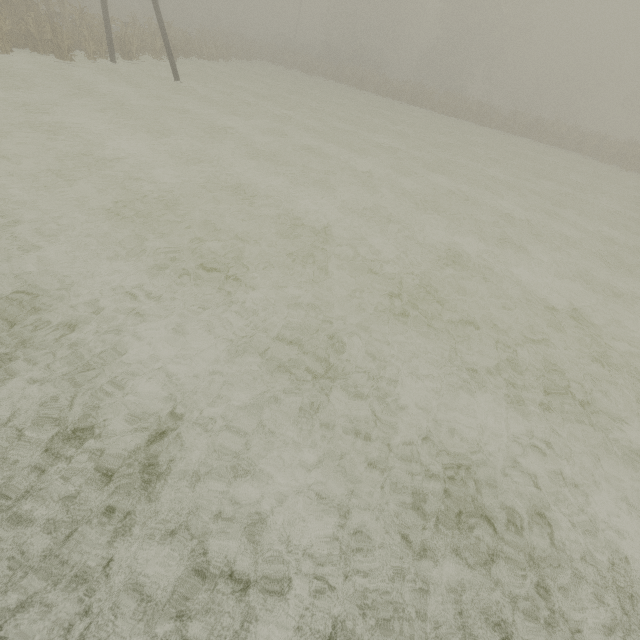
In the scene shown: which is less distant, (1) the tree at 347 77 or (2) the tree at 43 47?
(2) the tree at 43 47

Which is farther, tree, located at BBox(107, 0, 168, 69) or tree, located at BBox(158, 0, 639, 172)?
tree, located at BBox(158, 0, 639, 172)

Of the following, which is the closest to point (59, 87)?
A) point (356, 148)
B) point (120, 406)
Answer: point (356, 148)

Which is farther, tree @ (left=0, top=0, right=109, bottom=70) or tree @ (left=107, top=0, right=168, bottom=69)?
tree @ (left=107, top=0, right=168, bottom=69)

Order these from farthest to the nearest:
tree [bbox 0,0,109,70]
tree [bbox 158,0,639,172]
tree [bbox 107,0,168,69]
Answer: tree [bbox 158,0,639,172] → tree [bbox 107,0,168,69] → tree [bbox 0,0,109,70]

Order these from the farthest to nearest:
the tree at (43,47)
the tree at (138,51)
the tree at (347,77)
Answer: the tree at (347,77) → the tree at (138,51) → the tree at (43,47)
